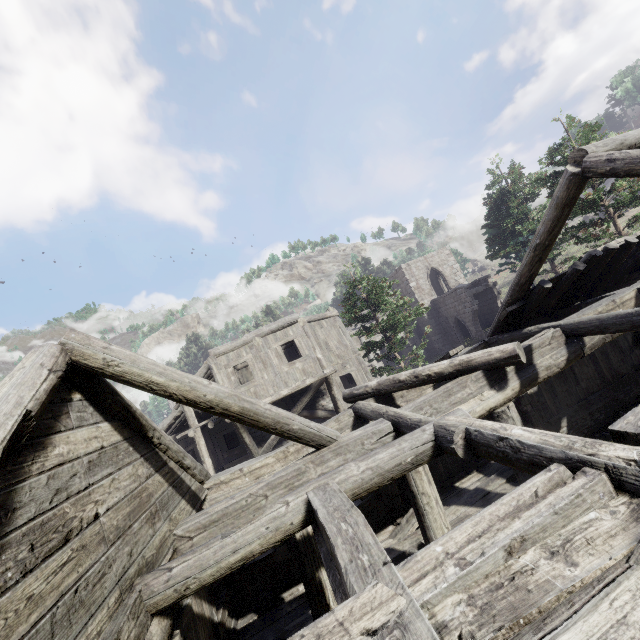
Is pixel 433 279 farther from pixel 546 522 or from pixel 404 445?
pixel 546 522
